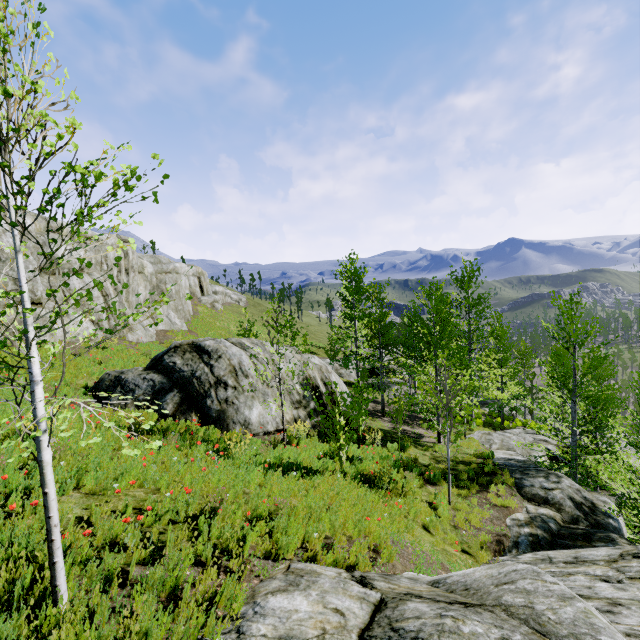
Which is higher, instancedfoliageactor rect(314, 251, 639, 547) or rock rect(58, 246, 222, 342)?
rock rect(58, 246, 222, 342)

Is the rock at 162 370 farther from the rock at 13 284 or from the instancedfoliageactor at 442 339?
the instancedfoliageactor at 442 339

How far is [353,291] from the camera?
23.77m

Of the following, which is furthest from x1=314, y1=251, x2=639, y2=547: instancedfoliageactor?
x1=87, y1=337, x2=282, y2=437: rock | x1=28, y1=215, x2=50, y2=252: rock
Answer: x1=87, y1=337, x2=282, y2=437: rock

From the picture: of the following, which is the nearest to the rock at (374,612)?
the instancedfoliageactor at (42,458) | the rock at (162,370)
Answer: the instancedfoliageactor at (42,458)

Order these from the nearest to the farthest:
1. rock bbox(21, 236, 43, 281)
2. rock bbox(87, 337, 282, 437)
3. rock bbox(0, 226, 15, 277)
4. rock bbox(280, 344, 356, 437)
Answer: rock bbox(87, 337, 282, 437) < rock bbox(280, 344, 356, 437) < rock bbox(0, 226, 15, 277) < rock bbox(21, 236, 43, 281)

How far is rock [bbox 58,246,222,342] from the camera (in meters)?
18.77
